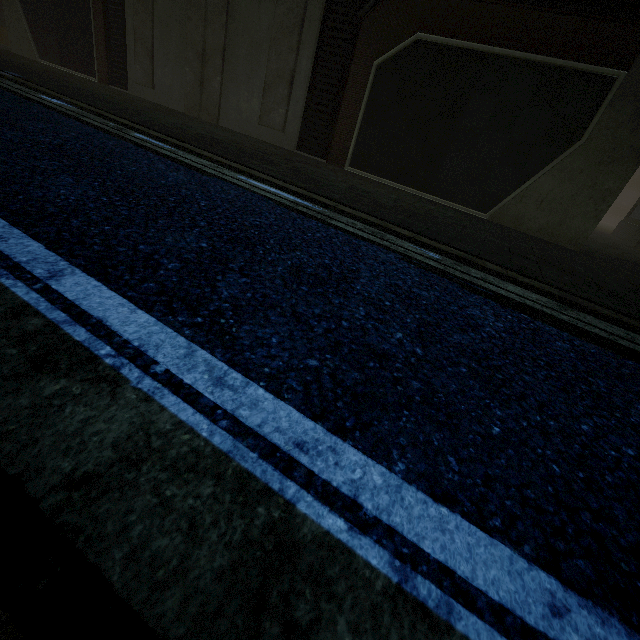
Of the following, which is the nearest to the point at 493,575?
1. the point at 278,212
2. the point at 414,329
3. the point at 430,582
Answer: the point at 430,582
